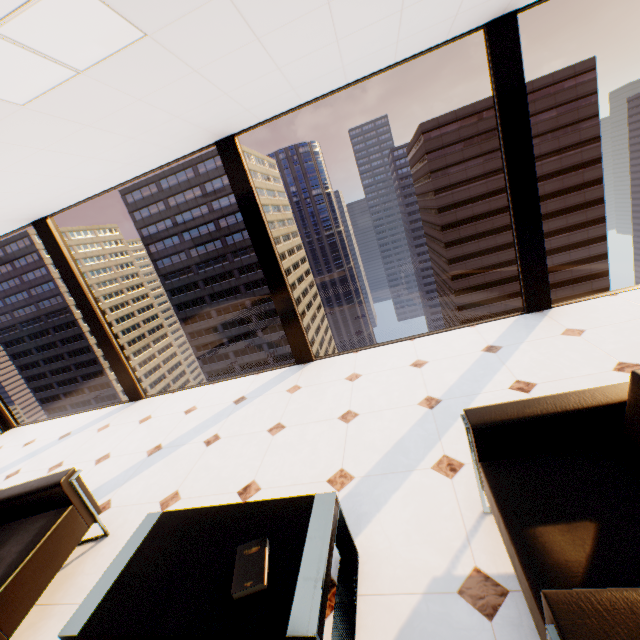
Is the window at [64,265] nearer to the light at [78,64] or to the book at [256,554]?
the light at [78,64]

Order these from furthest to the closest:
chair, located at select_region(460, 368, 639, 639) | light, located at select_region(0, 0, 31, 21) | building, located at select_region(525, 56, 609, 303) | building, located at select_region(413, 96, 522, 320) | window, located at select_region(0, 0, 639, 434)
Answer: building, located at select_region(413, 96, 522, 320) → building, located at select_region(525, 56, 609, 303) → window, located at select_region(0, 0, 639, 434) → light, located at select_region(0, 0, 31, 21) → chair, located at select_region(460, 368, 639, 639)

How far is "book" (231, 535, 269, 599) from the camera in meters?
1.3

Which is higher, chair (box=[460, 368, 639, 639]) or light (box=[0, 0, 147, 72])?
light (box=[0, 0, 147, 72])

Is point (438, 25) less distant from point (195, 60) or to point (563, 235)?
point (195, 60)

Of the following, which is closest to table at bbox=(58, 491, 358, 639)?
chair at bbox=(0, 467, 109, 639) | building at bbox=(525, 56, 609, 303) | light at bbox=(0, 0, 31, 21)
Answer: chair at bbox=(0, 467, 109, 639)

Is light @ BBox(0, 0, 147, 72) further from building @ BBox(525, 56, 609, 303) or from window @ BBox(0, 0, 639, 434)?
building @ BBox(525, 56, 609, 303)

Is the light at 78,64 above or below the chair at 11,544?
above
